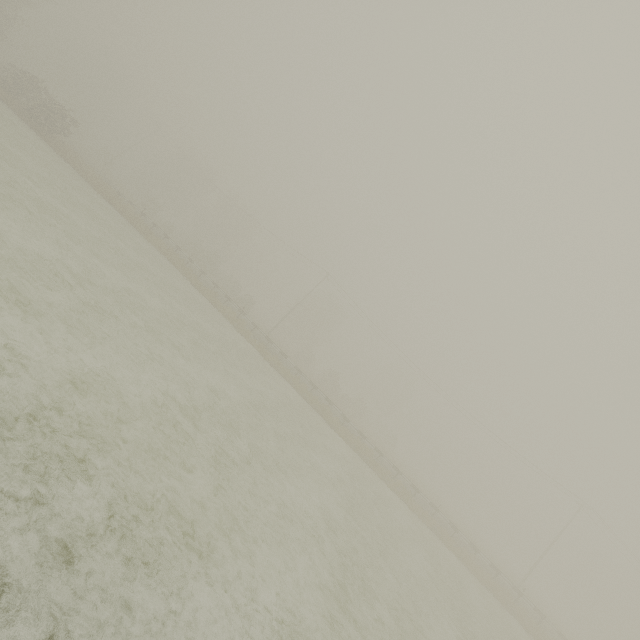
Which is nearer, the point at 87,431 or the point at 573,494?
the point at 87,431
